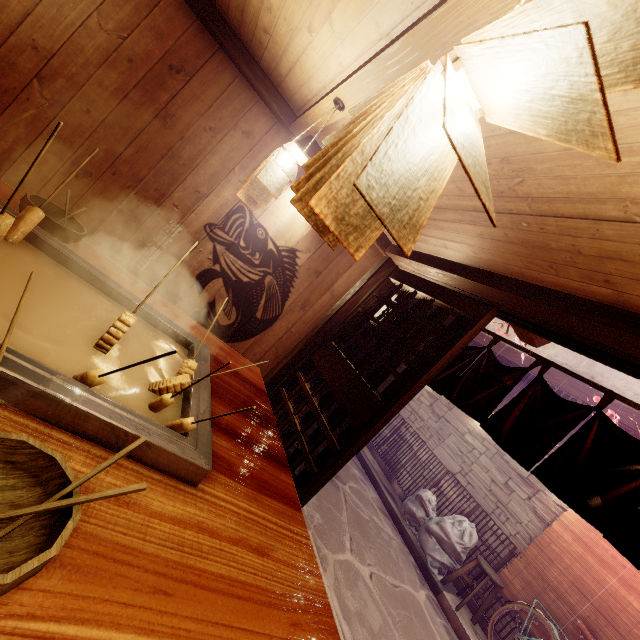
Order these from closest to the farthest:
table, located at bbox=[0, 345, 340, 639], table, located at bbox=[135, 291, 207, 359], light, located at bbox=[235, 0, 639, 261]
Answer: light, located at bbox=[235, 0, 639, 261], table, located at bbox=[0, 345, 340, 639], table, located at bbox=[135, 291, 207, 359]

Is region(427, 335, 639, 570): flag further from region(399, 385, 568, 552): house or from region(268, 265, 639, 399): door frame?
region(399, 385, 568, 552): house

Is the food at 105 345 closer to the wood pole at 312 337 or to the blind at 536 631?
the wood pole at 312 337

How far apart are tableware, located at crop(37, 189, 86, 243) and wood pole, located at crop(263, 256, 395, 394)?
4.2 meters

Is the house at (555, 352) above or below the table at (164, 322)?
above

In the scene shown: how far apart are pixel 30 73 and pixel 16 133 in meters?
0.8

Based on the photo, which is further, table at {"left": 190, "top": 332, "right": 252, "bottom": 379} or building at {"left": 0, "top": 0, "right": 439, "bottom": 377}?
building at {"left": 0, "top": 0, "right": 439, "bottom": 377}

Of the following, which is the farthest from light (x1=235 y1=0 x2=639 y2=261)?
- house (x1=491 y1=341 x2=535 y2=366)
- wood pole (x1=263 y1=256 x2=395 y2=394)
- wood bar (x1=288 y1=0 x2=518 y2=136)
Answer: house (x1=491 y1=341 x2=535 y2=366)
